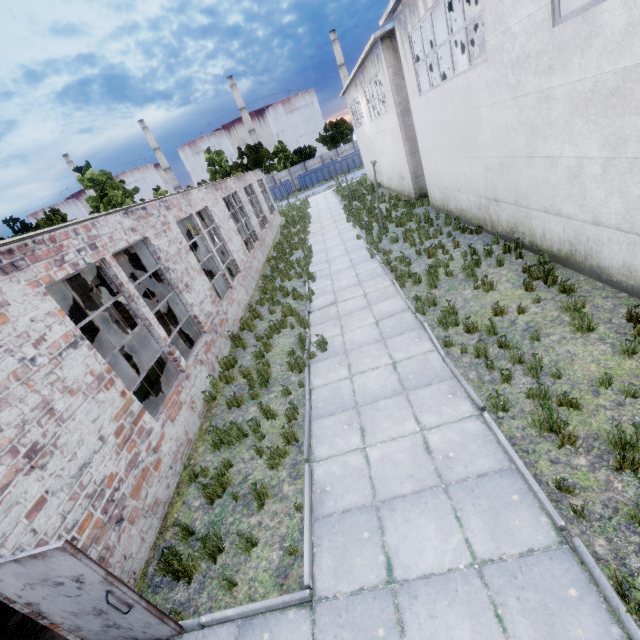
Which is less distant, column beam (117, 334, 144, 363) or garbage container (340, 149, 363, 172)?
column beam (117, 334, 144, 363)

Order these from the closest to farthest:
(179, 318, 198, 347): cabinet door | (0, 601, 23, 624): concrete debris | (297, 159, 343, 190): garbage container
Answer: (0, 601, 23, 624): concrete debris
(179, 318, 198, 347): cabinet door
(297, 159, 343, 190): garbage container

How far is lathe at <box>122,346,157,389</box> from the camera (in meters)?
8.09

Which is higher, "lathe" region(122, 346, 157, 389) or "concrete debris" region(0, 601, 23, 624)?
"lathe" region(122, 346, 157, 389)

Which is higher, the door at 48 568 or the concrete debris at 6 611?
the door at 48 568

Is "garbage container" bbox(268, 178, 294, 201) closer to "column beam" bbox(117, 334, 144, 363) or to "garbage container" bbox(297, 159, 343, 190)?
"garbage container" bbox(297, 159, 343, 190)

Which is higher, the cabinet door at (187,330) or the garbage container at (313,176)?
the garbage container at (313,176)

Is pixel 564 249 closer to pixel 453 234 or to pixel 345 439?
pixel 453 234
